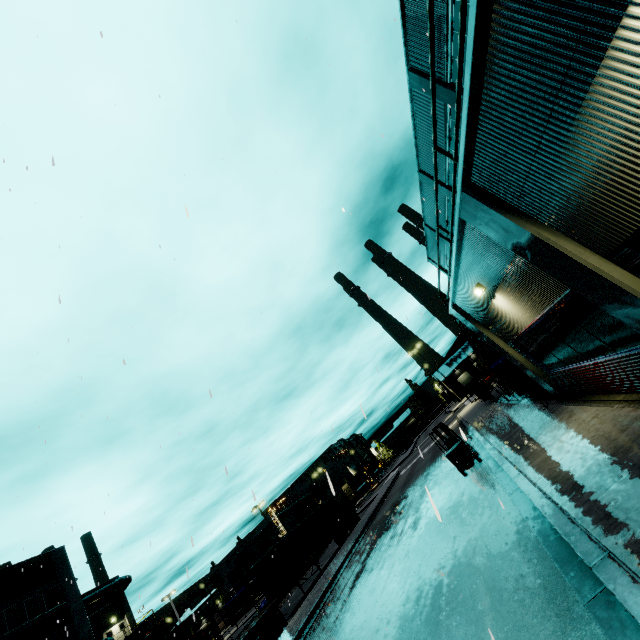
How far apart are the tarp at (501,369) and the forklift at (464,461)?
3.3 meters

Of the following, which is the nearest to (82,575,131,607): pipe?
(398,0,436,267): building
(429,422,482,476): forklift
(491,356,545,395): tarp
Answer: (398,0,436,267): building

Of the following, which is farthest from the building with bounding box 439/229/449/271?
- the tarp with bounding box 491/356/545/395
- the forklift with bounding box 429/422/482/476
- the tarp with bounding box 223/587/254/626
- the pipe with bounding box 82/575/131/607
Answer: the forklift with bounding box 429/422/482/476

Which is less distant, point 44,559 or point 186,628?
point 44,559

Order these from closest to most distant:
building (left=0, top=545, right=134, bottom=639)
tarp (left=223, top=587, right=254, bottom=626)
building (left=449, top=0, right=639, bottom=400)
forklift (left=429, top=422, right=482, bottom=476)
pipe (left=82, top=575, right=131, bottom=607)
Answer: building (left=449, top=0, right=639, bottom=400) → forklift (left=429, top=422, right=482, bottom=476) → building (left=0, top=545, right=134, bottom=639) → tarp (left=223, top=587, right=254, bottom=626) → pipe (left=82, top=575, right=131, bottom=607)

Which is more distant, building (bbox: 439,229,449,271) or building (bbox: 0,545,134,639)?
building (bbox: 439,229,449,271)

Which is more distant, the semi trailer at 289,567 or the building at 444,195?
the building at 444,195
